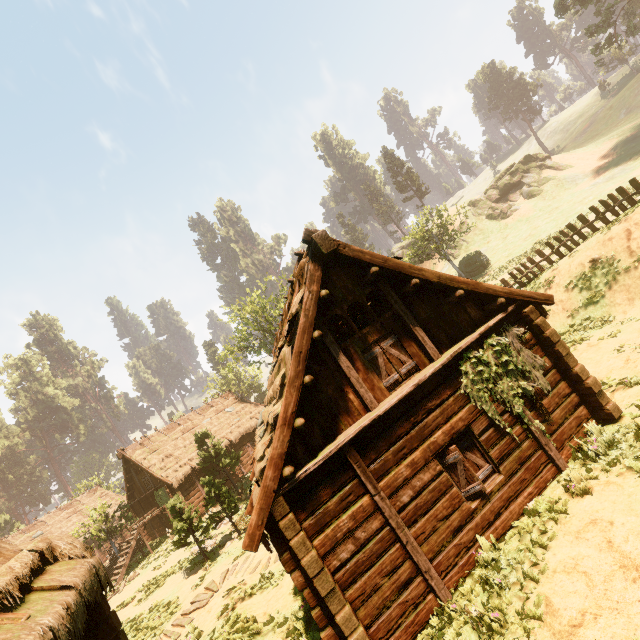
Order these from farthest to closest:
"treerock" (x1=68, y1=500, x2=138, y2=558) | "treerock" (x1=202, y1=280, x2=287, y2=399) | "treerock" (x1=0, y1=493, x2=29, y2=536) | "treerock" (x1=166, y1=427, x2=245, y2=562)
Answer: "treerock" (x1=0, y1=493, x2=29, y2=536)
"treerock" (x1=202, y1=280, x2=287, y2=399)
"treerock" (x1=68, y1=500, x2=138, y2=558)
"treerock" (x1=166, y1=427, x2=245, y2=562)

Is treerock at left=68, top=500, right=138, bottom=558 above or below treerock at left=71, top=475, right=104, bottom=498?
below

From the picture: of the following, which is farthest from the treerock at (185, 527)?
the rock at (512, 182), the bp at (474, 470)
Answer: the bp at (474, 470)

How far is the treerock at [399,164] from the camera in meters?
58.8 m

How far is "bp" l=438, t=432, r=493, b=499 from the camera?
7.0 meters

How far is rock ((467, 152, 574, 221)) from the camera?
44.3m

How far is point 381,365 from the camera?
7.8m

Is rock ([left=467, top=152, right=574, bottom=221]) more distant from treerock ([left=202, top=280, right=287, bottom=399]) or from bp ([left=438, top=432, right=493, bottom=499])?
bp ([left=438, top=432, right=493, bottom=499])
